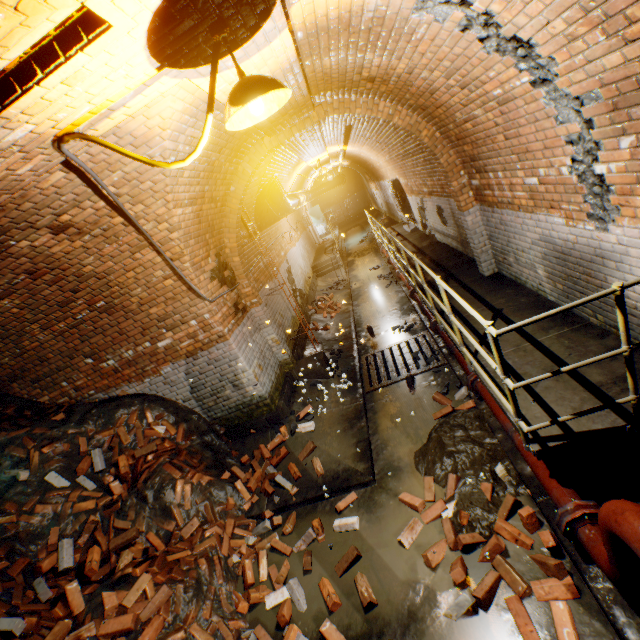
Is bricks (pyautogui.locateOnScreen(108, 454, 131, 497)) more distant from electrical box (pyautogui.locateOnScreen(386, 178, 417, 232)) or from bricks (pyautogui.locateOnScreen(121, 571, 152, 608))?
electrical box (pyautogui.locateOnScreen(386, 178, 417, 232))

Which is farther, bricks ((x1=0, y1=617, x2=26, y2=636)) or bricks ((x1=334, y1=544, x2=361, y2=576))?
bricks ((x1=334, y1=544, x2=361, y2=576))

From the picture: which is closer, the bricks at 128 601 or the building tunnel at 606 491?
the building tunnel at 606 491

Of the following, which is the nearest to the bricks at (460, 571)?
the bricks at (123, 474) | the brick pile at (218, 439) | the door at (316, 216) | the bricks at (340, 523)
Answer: the bricks at (340, 523)

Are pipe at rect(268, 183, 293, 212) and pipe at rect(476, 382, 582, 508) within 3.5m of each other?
no

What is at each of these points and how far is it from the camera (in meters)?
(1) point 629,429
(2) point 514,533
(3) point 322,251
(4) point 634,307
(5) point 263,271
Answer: (1) walkway, 2.57
(2) bricks, 3.06
(3) walkway, 17.25
(4) building tunnel, 2.95
(5) building tunnel, 8.10

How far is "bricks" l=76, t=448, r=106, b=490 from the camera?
4.5 meters

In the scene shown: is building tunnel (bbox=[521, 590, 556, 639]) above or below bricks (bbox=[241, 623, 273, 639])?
below
